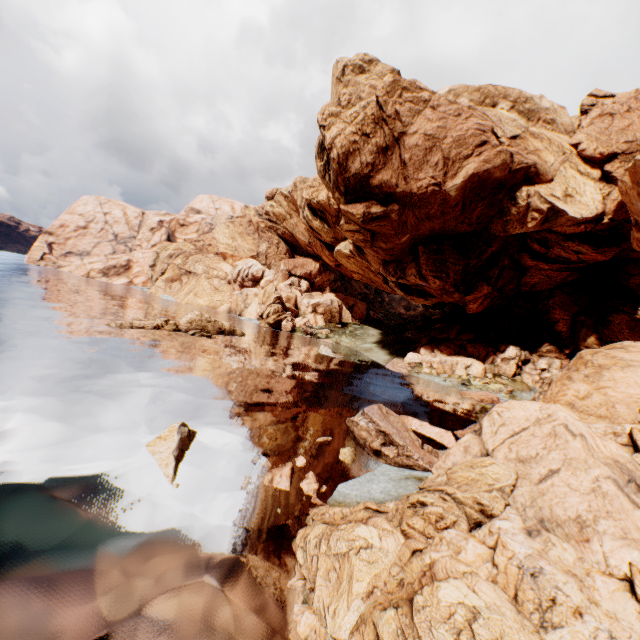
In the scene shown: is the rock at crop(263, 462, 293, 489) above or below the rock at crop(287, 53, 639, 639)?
below

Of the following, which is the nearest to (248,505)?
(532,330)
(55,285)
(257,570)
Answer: (257,570)

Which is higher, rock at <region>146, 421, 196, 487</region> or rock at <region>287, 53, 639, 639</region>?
rock at <region>287, 53, 639, 639</region>

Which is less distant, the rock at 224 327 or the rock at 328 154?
the rock at 328 154

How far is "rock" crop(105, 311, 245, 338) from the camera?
36.6m

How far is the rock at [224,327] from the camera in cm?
3656
